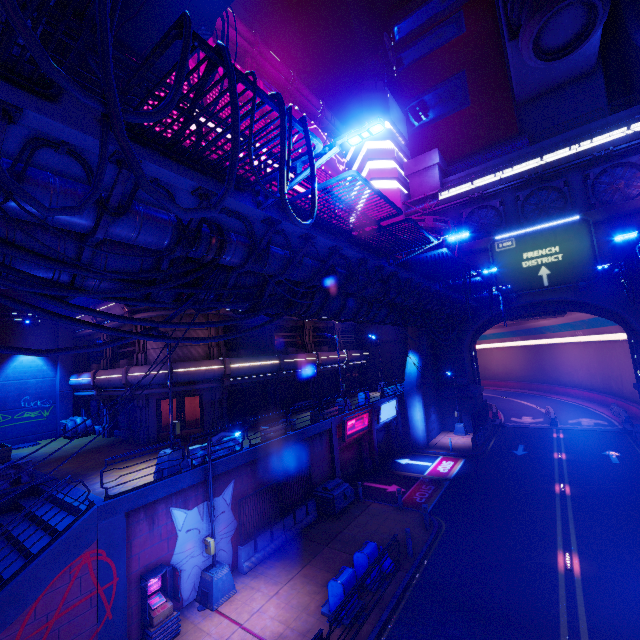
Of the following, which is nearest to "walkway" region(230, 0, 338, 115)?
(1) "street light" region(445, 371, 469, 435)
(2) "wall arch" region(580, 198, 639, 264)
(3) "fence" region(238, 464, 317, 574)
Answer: (2) "wall arch" region(580, 198, 639, 264)

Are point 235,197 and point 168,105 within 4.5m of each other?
yes

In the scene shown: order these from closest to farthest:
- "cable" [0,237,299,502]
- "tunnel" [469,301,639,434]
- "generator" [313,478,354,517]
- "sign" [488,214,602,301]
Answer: "cable" [0,237,299,502] → "generator" [313,478,354,517] → "sign" [488,214,602,301] → "tunnel" [469,301,639,434]

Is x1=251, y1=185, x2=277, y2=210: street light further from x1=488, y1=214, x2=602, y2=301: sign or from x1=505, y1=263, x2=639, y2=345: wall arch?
x1=505, y1=263, x2=639, y2=345: wall arch

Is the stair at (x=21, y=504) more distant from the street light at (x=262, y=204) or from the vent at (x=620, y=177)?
the vent at (x=620, y=177)

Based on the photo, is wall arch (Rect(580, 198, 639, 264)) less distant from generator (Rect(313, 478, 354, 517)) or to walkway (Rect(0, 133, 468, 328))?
walkway (Rect(0, 133, 468, 328))

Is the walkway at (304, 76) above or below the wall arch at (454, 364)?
above

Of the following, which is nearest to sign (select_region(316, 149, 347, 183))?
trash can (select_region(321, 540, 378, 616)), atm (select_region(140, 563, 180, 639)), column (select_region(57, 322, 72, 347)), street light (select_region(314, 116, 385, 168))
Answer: column (select_region(57, 322, 72, 347))
